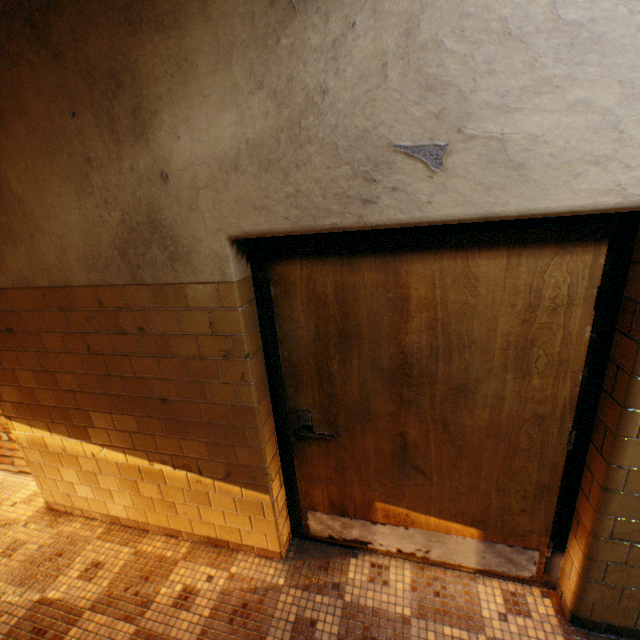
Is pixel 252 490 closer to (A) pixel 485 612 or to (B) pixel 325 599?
(B) pixel 325 599
